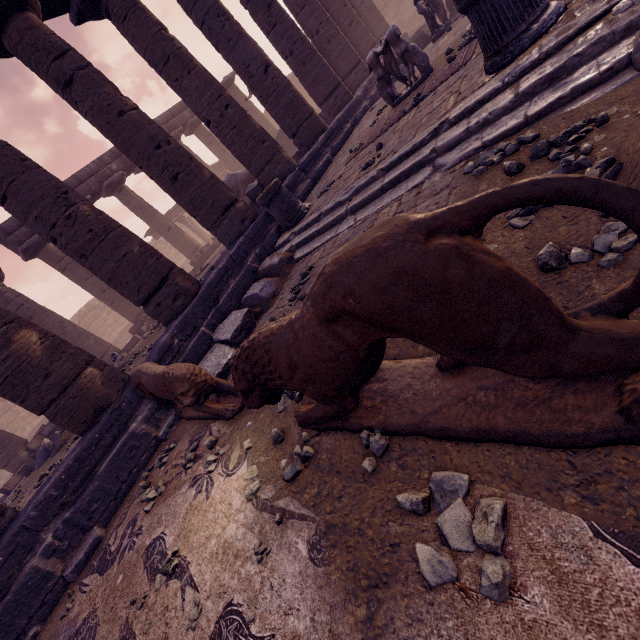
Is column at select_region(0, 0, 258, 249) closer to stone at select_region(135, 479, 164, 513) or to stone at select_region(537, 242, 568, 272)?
stone at select_region(135, 479, 164, 513)

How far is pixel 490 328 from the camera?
0.87m

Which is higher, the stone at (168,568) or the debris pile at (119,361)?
the debris pile at (119,361)

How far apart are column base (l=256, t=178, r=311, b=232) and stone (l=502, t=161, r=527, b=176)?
4.4m

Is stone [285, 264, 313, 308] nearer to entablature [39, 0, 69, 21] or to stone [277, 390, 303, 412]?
stone [277, 390, 303, 412]

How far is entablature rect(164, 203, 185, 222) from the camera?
20.94m

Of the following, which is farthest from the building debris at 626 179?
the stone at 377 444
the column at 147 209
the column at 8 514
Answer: the column at 147 209

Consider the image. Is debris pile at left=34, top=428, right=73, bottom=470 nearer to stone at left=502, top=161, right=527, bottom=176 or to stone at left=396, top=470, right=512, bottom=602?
stone at left=396, top=470, right=512, bottom=602
